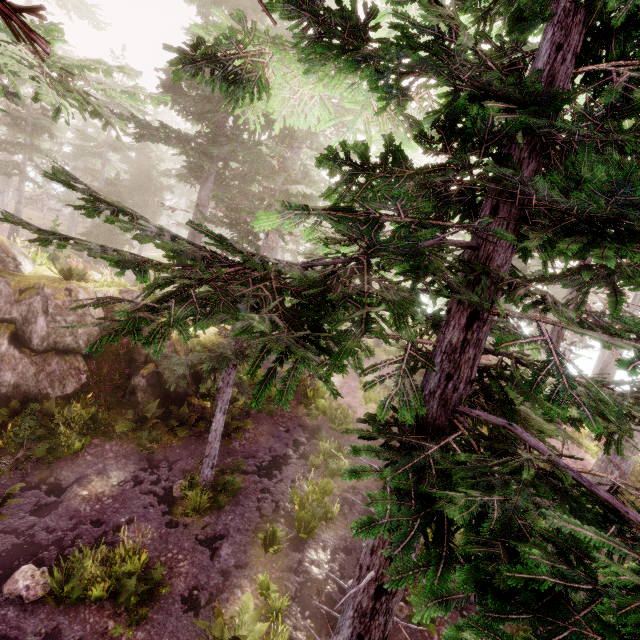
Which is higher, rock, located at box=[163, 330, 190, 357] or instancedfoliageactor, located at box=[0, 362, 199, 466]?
rock, located at box=[163, 330, 190, 357]

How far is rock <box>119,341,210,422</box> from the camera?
13.0 meters

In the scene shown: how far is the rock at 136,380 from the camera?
13.0 meters

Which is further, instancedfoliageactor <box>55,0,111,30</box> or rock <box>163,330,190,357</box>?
instancedfoliageactor <box>55,0,111,30</box>

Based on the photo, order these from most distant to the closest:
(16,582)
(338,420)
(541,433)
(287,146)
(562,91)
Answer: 1. (287,146)
2. (338,420)
3. (16,582)
4. (541,433)
5. (562,91)

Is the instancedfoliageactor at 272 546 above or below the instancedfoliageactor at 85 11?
below

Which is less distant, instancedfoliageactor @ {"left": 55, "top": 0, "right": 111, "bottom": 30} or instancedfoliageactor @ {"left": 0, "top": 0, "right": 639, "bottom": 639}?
instancedfoliageactor @ {"left": 0, "top": 0, "right": 639, "bottom": 639}
